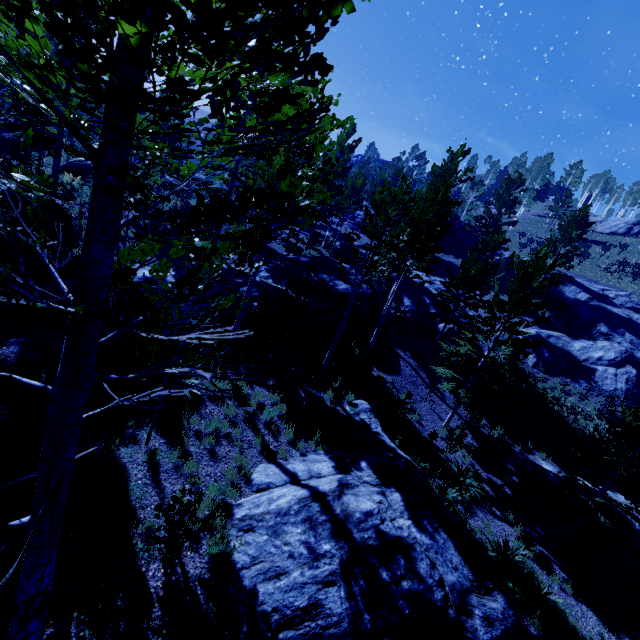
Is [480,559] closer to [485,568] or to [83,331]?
[485,568]

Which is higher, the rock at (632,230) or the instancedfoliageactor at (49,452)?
the rock at (632,230)

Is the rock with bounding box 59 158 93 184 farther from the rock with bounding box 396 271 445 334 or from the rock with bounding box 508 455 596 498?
the rock with bounding box 508 455 596 498

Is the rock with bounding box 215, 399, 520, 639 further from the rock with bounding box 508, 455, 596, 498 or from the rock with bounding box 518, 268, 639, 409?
the rock with bounding box 518, 268, 639, 409

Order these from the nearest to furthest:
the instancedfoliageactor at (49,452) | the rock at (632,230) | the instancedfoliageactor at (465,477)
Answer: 1. the instancedfoliageactor at (49,452)
2. the instancedfoliageactor at (465,477)
3. the rock at (632,230)

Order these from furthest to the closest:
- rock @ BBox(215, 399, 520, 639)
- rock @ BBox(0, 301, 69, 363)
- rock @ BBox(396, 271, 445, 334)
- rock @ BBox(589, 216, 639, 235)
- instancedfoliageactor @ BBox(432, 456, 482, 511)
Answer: rock @ BBox(589, 216, 639, 235) → rock @ BBox(396, 271, 445, 334) → instancedfoliageactor @ BBox(432, 456, 482, 511) → rock @ BBox(0, 301, 69, 363) → rock @ BBox(215, 399, 520, 639)

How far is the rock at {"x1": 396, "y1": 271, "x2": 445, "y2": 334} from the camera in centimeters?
2481cm

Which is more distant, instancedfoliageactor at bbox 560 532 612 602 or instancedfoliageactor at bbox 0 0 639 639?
instancedfoliageactor at bbox 560 532 612 602
